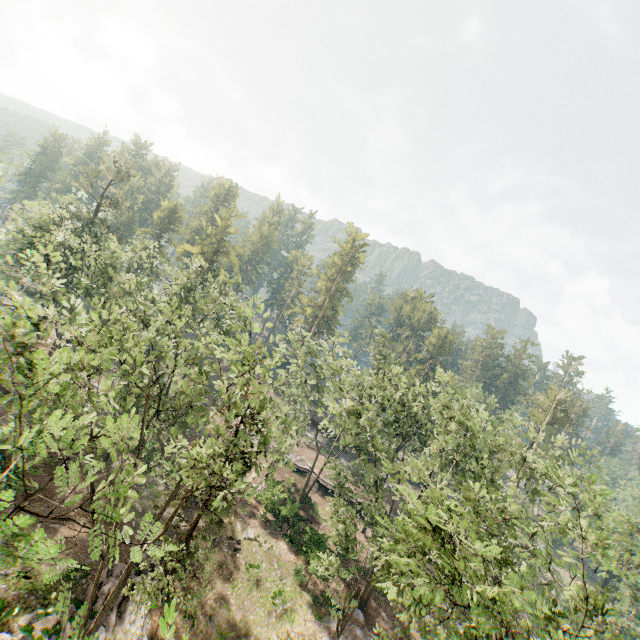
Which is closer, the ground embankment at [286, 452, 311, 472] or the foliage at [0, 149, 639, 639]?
the foliage at [0, 149, 639, 639]

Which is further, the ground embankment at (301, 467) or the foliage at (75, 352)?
the ground embankment at (301, 467)

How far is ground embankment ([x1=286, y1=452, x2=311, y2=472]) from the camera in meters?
41.3

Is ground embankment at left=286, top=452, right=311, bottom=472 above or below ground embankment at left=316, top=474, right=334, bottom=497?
above

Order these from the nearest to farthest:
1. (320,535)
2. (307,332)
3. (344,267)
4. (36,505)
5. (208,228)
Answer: (36,505), (320,535), (307,332), (208,228), (344,267)

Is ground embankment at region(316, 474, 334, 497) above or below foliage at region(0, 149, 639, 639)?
above

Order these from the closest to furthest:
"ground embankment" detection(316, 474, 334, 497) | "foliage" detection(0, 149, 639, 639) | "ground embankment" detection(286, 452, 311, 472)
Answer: "foliage" detection(0, 149, 639, 639) < "ground embankment" detection(316, 474, 334, 497) < "ground embankment" detection(286, 452, 311, 472)
